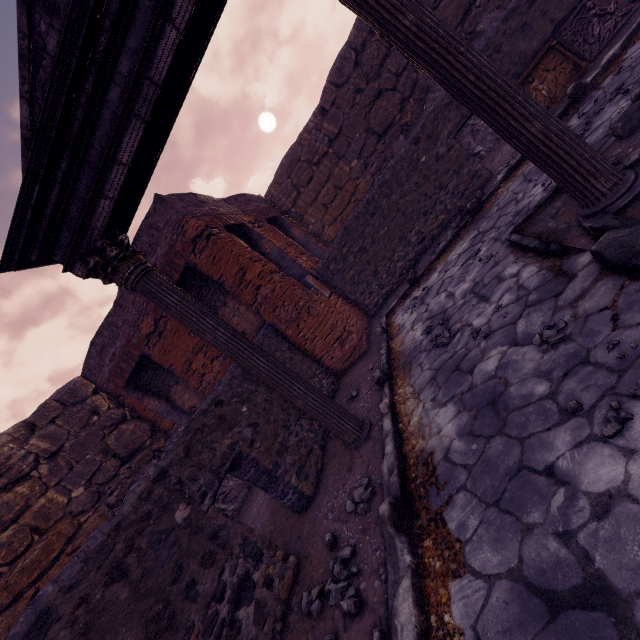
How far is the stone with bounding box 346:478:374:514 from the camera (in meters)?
2.92

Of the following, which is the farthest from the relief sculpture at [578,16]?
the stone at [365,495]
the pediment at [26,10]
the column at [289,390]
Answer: the stone at [365,495]

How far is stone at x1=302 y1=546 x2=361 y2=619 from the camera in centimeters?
219cm

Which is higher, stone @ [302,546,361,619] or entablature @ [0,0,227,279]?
entablature @ [0,0,227,279]

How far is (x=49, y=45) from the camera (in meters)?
3.05

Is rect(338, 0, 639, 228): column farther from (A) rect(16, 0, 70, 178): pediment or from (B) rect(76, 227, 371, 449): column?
(B) rect(76, 227, 371, 449): column

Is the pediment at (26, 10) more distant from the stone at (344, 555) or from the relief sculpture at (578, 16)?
the relief sculpture at (578, 16)

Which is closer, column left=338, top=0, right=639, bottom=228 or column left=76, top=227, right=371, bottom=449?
column left=338, top=0, right=639, bottom=228
